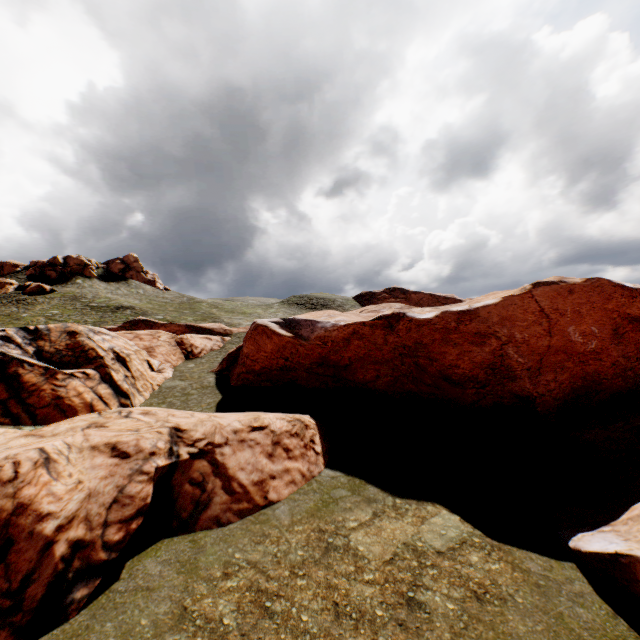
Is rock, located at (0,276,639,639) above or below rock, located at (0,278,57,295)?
below

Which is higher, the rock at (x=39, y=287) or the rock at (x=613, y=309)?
the rock at (x=39, y=287)

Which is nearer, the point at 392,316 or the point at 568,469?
the point at 568,469

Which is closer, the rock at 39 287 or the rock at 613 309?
the rock at 613 309

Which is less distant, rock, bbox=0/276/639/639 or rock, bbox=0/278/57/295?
rock, bbox=0/276/639/639
